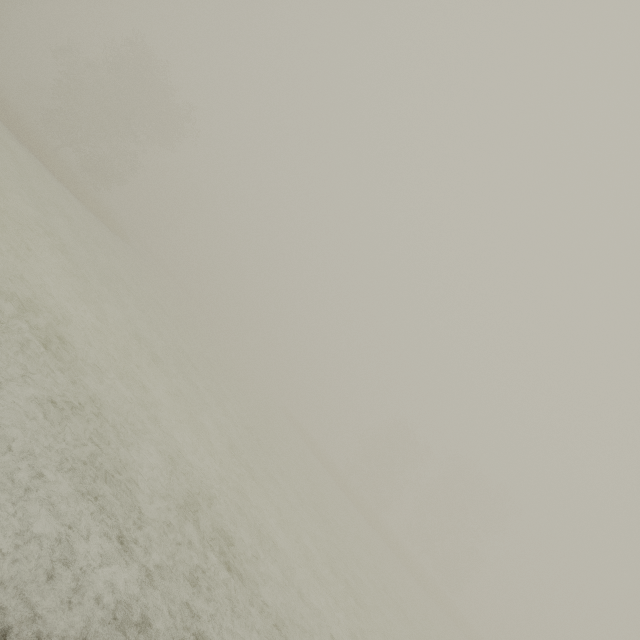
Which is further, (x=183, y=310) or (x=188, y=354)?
(x=183, y=310)
